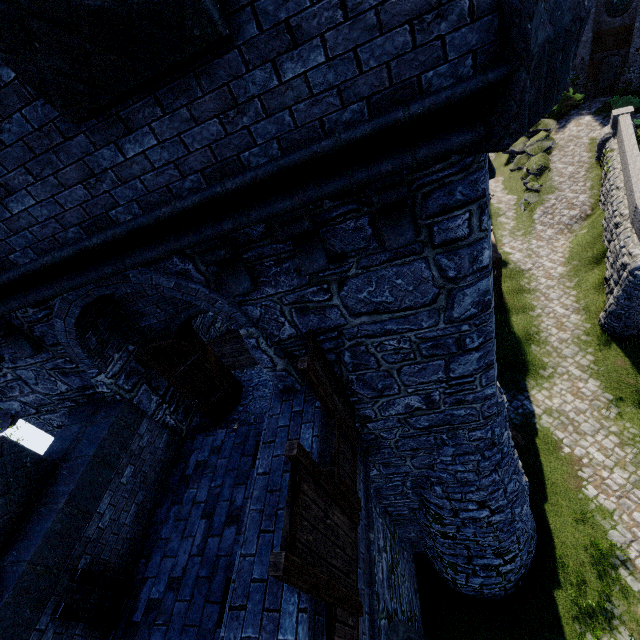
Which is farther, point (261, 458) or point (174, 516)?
point (174, 516)

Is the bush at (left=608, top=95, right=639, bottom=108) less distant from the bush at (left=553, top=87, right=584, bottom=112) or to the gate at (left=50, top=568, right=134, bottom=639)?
the bush at (left=553, top=87, right=584, bottom=112)

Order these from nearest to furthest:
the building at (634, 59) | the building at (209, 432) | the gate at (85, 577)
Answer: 1. the building at (209, 432)
2. the gate at (85, 577)
3. the building at (634, 59)

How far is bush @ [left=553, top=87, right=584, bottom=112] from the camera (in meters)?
26.50

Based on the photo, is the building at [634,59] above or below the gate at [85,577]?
below

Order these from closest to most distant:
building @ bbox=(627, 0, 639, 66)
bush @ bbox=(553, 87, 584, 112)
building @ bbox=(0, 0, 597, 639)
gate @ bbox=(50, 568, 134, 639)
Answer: building @ bbox=(0, 0, 597, 639), gate @ bbox=(50, 568, 134, 639), building @ bbox=(627, 0, 639, 66), bush @ bbox=(553, 87, 584, 112)

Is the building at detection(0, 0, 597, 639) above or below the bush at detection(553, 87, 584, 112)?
above

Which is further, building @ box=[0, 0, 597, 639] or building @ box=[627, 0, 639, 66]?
building @ box=[627, 0, 639, 66]
